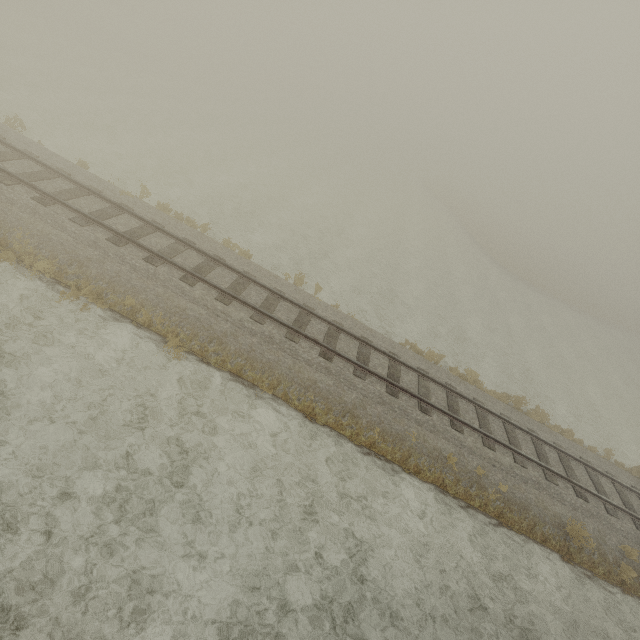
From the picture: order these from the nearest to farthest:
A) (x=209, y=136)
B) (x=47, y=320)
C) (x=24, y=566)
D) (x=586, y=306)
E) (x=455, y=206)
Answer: (x=24, y=566) < (x=47, y=320) < (x=209, y=136) < (x=586, y=306) < (x=455, y=206)
